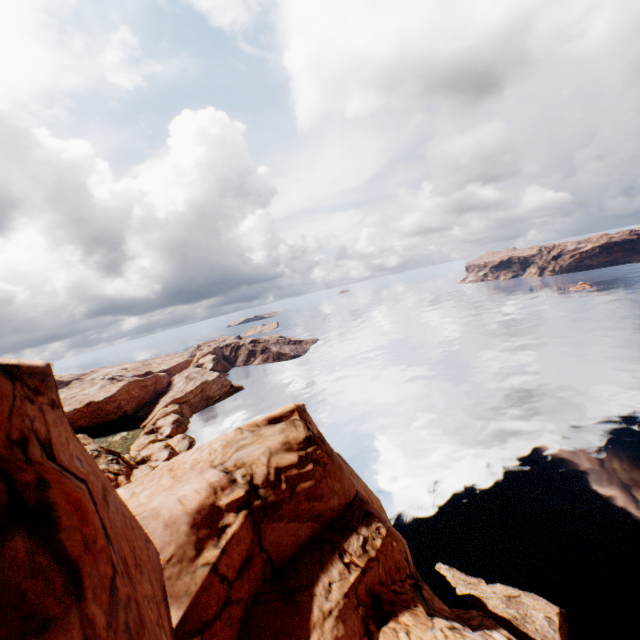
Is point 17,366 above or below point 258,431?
above
